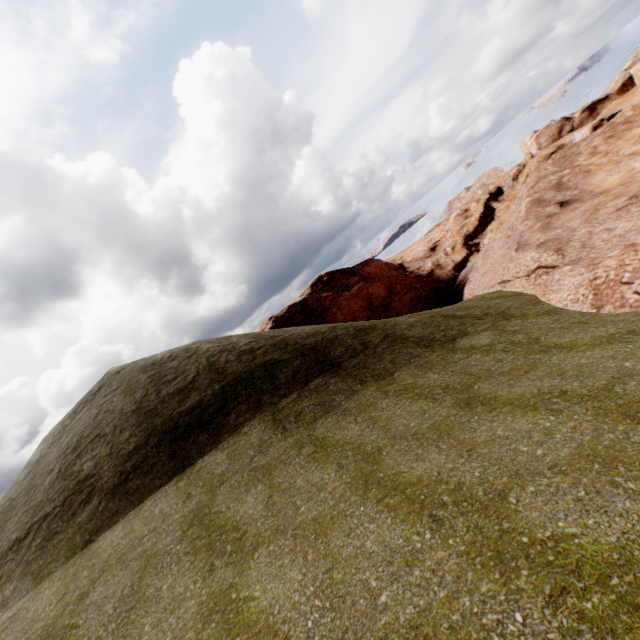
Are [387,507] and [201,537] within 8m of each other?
yes
